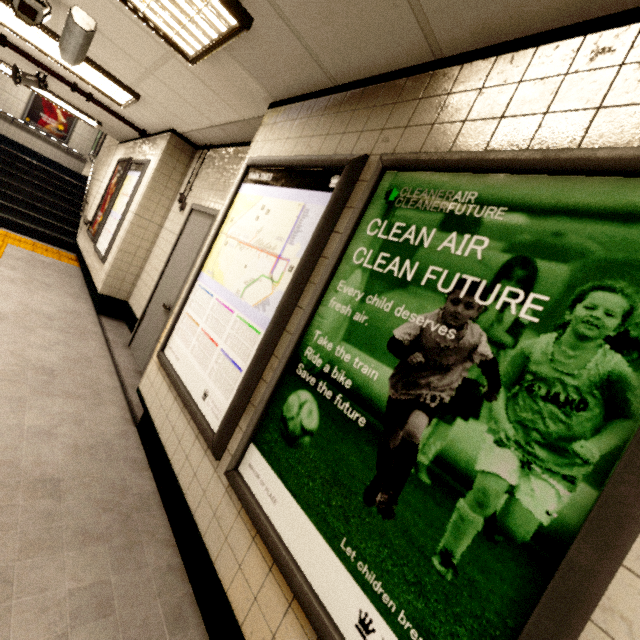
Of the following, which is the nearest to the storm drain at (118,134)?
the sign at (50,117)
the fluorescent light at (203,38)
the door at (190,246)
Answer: the fluorescent light at (203,38)

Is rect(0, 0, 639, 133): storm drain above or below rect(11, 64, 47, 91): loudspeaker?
above

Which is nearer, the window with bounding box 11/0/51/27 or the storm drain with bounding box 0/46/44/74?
the window with bounding box 11/0/51/27

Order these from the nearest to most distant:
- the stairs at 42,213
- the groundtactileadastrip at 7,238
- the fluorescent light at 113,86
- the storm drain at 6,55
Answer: the fluorescent light at 113,86, the storm drain at 6,55, the groundtactileadastrip at 7,238, the stairs at 42,213

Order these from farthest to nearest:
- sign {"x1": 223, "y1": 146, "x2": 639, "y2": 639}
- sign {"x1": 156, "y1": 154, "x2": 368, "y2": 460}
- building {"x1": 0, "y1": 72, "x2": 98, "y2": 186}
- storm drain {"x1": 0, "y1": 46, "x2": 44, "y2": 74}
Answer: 1. building {"x1": 0, "y1": 72, "x2": 98, "y2": 186}
2. storm drain {"x1": 0, "y1": 46, "x2": 44, "y2": 74}
3. sign {"x1": 156, "y1": 154, "x2": 368, "y2": 460}
4. sign {"x1": 223, "y1": 146, "x2": 639, "y2": 639}

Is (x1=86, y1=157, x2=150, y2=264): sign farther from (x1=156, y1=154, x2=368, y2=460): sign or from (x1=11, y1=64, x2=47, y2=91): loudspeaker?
(x1=156, y1=154, x2=368, y2=460): sign

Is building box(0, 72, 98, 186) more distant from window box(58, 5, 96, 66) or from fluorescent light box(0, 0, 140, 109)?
window box(58, 5, 96, 66)

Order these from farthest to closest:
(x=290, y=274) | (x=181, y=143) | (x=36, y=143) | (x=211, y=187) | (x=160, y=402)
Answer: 1. (x=36, y=143)
2. (x=181, y=143)
3. (x=211, y=187)
4. (x=160, y=402)
5. (x=290, y=274)
